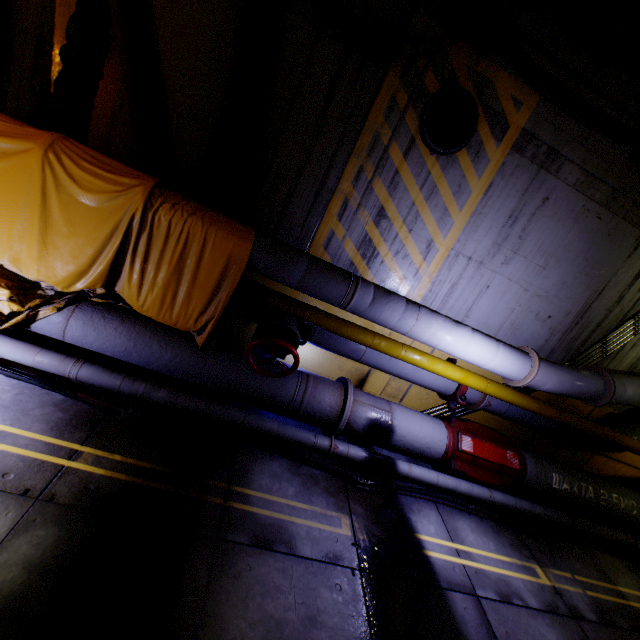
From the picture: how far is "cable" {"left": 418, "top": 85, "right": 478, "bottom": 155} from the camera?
4.33m

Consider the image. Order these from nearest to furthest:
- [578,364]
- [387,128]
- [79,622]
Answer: [79,622] → [387,128] → [578,364]

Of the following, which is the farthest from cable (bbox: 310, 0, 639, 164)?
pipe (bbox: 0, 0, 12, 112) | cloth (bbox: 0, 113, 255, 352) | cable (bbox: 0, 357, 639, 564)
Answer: cable (bbox: 0, 357, 639, 564)

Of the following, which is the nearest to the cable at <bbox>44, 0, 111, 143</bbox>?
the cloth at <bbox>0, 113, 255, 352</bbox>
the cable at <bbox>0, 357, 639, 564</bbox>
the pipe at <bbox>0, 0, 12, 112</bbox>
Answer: the pipe at <bbox>0, 0, 12, 112</bbox>

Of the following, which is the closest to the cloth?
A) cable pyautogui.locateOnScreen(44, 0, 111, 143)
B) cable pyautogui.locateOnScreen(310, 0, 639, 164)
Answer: cable pyautogui.locateOnScreen(44, 0, 111, 143)

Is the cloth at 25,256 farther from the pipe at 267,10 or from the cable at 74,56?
the cable at 74,56

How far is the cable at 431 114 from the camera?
4.33m

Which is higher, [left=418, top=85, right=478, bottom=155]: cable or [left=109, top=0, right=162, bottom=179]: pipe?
[left=418, top=85, right=478, bottom=155]: cable
